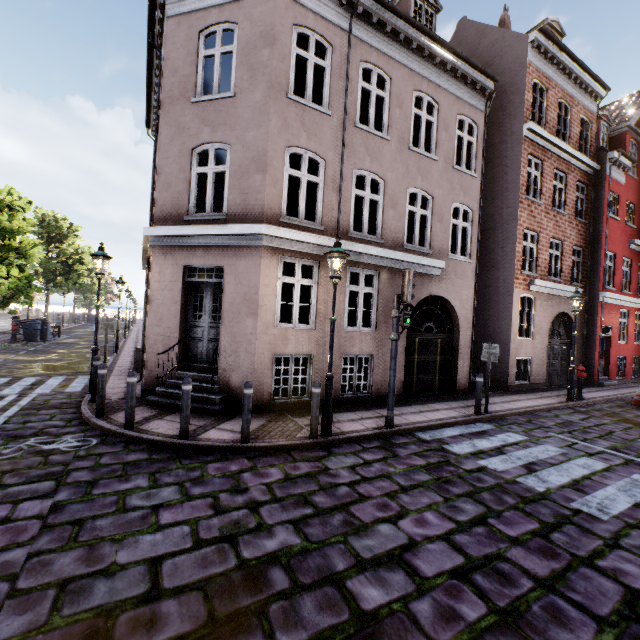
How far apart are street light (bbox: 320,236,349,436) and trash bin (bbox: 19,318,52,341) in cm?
2251

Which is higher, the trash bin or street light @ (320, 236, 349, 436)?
the trash bin

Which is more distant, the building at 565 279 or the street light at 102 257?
the street light at 102 257

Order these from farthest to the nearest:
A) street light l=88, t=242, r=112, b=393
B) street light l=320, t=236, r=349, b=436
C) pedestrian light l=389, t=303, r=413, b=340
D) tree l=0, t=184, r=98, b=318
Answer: tree l=0, t=184, r=98, b=318, street light l=88, t=242, r=112, b=393, pedestrian light l=389, t=303, r=413, b=340, street light l=320, t=236, r=349, b=436

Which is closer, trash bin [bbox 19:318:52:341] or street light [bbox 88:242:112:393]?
street light [bbox 88:242:112:393]

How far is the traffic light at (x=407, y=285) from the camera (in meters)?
6.80

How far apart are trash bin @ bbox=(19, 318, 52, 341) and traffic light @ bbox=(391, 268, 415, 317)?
23.35m

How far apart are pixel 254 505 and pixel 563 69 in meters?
19.9 m
